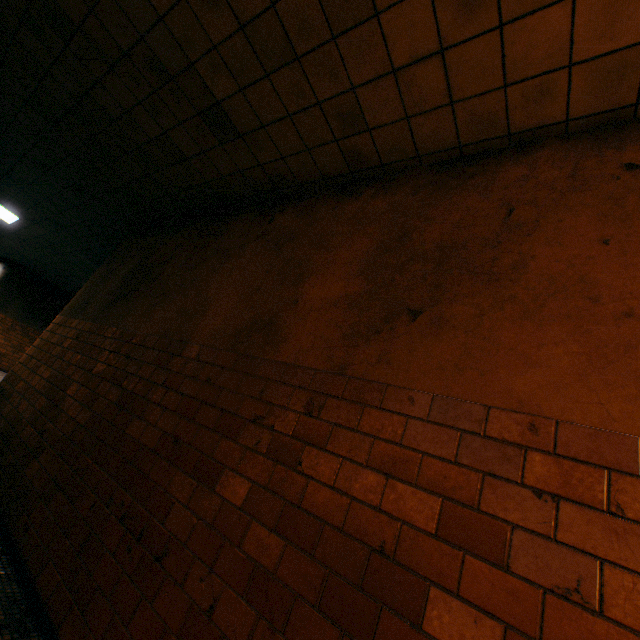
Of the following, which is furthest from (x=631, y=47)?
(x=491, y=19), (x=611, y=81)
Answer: (x=491, y=19)
